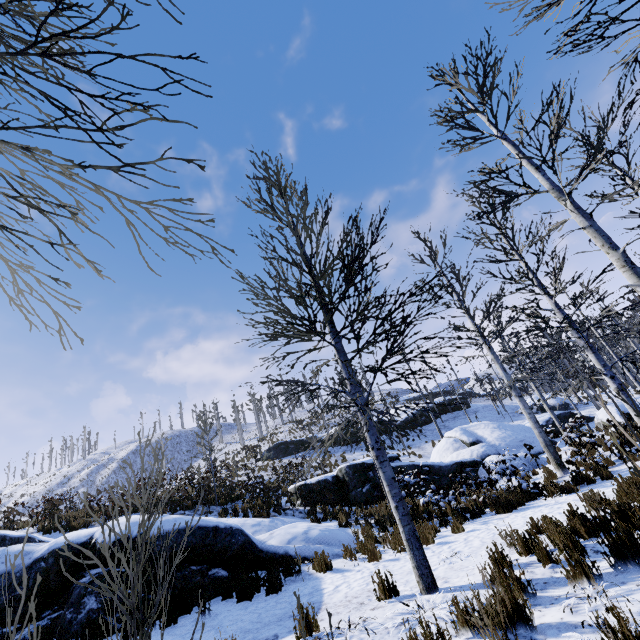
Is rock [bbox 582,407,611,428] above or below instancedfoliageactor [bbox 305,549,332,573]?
below

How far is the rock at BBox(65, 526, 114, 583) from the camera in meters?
6.0

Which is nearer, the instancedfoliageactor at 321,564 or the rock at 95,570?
the rock at 95,570

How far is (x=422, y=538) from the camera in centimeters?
725cm

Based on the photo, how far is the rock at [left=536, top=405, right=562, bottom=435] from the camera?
21.8 meters

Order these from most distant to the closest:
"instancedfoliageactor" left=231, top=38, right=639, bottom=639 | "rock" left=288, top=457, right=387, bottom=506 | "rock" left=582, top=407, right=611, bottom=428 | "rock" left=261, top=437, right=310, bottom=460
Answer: "rock" left=261, top=437, right=310, bottom=460 → "rock" left=582, top=407, right=611, bottom=428 → "rock" left=288, top=457, right=387, bottom=506 → "instancedfoliageactor" left=231, top=38, right=639, bottom=639

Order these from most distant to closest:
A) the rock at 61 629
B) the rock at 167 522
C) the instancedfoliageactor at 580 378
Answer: the rock at 167 522 → the rock at 61 629 → the instancedfoliageactor at 580 378
